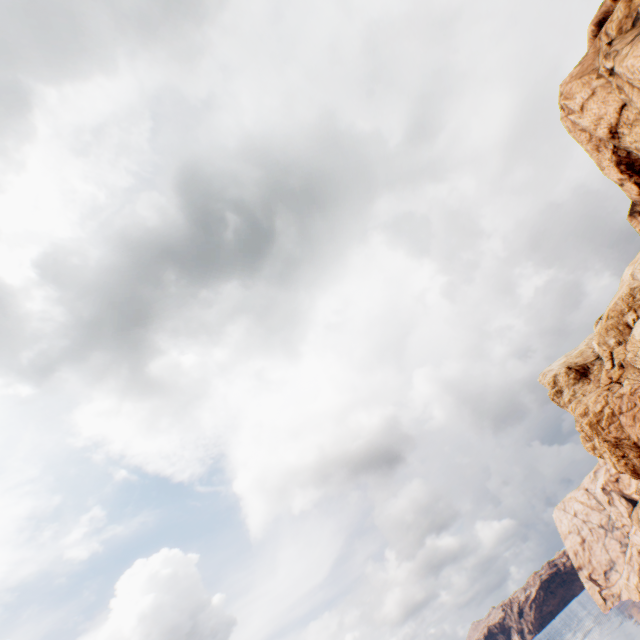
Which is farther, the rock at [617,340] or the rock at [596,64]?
the rock at [617,340]

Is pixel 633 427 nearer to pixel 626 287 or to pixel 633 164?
pixel 626 287

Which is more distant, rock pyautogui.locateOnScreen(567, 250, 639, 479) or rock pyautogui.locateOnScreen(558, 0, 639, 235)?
rock pyautogui.locateOnScreen(567, 250, 639, 479)
